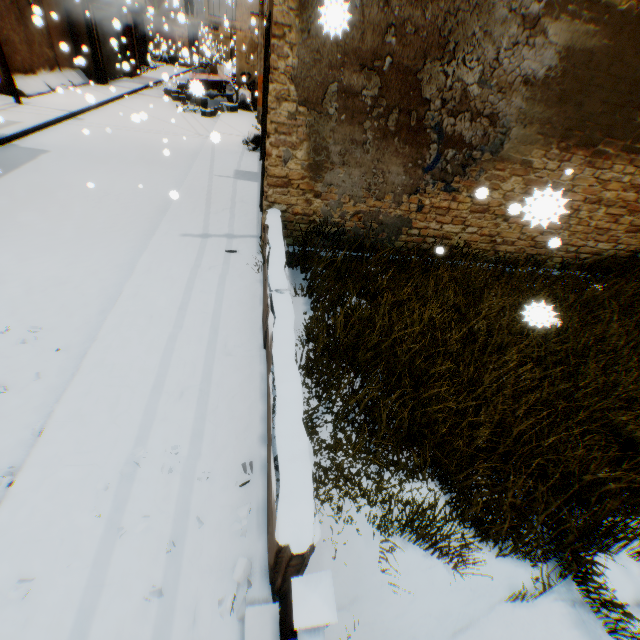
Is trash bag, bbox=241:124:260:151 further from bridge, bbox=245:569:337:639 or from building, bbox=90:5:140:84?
bridge, bbox=245:569:337:639

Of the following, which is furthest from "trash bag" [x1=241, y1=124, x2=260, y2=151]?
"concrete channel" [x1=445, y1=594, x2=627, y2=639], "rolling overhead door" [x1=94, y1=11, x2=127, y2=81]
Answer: "concrete channel" [x1=445, y1=594, x2=627, y2=639]

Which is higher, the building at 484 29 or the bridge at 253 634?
the building at 484 29

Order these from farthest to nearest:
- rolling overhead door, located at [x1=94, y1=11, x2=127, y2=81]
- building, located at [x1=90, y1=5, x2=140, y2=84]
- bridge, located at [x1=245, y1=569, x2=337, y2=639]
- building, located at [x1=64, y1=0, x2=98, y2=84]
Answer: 1. rolling overhead door, located at [x1=94, y1=11, x2=127, y2=81]
2. building, located at [x1=90, y1=5, x2=140, y2=84]
3. building, located at [x1=64, y1=0, x2=98, y2=84]
4. bridge, located at [x1=245, y1=569, x2=337, y2=639]

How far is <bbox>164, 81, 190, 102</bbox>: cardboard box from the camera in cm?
1742

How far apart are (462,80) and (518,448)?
4.9m

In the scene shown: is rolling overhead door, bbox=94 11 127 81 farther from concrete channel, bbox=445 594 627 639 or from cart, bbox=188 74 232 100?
concrete channel, bbox=445 594 627 639

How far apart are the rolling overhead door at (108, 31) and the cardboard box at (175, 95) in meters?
0.1
